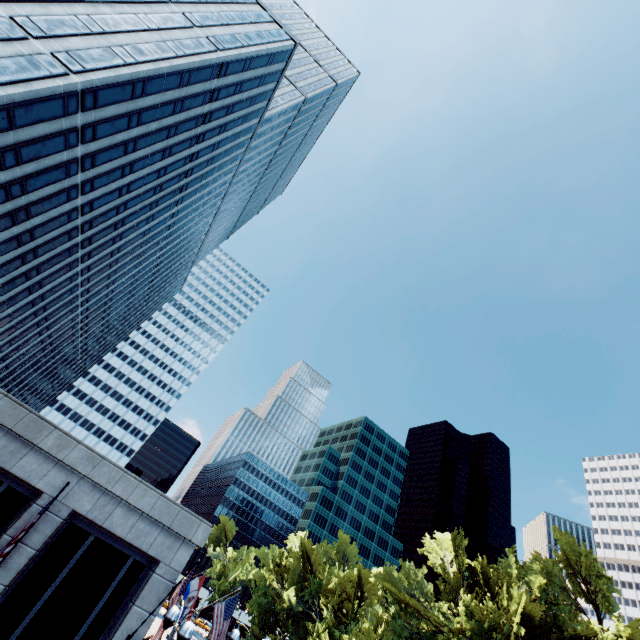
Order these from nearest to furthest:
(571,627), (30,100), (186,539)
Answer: (186,539) < (30,100) < (571,627)

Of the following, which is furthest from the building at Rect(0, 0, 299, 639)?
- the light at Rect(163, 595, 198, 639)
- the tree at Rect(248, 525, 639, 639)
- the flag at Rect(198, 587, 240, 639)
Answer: the tree at Rect(248, 525, 639, 639)

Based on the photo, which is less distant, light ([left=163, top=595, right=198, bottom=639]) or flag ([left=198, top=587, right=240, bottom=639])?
light ([left=163, top=595, right=198, bottom=639])

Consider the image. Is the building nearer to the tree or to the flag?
the flag

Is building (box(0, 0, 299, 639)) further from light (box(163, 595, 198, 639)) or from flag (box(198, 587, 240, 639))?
light (box(163, 595, 198, 639))

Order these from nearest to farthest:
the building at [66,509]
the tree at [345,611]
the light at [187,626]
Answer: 1. the light at [187,626]
2. the building at [66,509]
3. the tree at [345,611]

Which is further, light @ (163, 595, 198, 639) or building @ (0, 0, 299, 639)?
building @ (0, 0, 299, 639)

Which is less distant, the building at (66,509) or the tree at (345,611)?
the building at (66,509)
